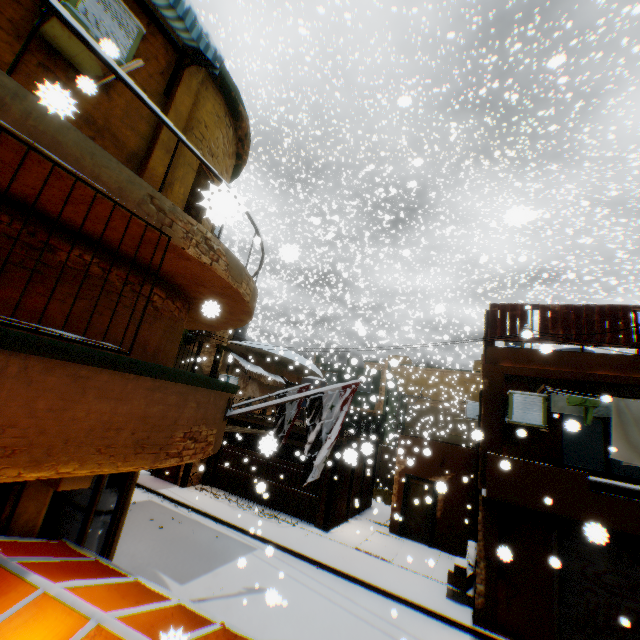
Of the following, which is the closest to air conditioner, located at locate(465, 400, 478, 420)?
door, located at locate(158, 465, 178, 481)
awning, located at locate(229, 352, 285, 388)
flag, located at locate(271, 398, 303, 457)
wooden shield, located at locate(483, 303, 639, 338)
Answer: wooden shield, located at locate(483, 303, 639, 338)

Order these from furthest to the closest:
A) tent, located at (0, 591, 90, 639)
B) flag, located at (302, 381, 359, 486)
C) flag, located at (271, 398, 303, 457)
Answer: flag, located at (271, 398, 303, 457) < flag, located at (302, 381, 359, 486) < tent, located at (0, 591, 90, 639)

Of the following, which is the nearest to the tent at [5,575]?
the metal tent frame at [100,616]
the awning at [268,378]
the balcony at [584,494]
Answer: the metal tent frame at [100,616]

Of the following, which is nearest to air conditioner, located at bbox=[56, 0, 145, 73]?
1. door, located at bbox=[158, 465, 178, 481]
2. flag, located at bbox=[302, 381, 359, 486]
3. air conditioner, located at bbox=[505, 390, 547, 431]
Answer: air conditioner, located at bbox=[505, 390, 547, 431]

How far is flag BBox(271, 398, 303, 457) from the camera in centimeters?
922cm

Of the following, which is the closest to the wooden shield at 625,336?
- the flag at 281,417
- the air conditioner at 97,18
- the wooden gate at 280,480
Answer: the wooden gate at 280,480

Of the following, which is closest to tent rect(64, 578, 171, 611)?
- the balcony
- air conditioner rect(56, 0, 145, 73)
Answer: the balcony

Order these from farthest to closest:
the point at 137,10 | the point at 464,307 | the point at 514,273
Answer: the point at 514,273
the point at 464,307
the point at 137,10
